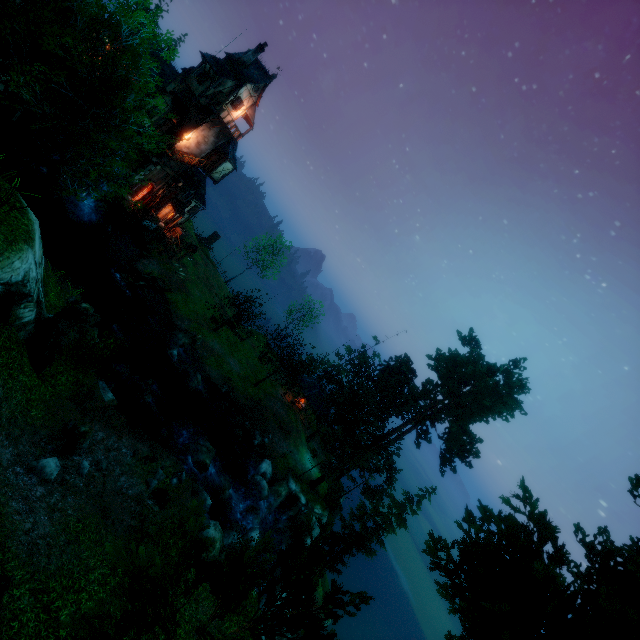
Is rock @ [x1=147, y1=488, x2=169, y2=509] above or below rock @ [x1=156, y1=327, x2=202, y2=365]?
above

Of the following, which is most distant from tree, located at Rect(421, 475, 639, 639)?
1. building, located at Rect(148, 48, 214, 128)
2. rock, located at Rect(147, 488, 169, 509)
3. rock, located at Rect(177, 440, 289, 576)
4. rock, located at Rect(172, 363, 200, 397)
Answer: building, located at Rect(148, 48, 214, 128)

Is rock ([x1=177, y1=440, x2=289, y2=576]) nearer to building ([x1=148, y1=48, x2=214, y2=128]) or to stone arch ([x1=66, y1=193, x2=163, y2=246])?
stone arch ([x1=66, y1=193, x2=163, y2=246])

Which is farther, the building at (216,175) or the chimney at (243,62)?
the building at (216,175)

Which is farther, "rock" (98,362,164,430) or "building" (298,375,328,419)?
"building" (298,375,328,419)

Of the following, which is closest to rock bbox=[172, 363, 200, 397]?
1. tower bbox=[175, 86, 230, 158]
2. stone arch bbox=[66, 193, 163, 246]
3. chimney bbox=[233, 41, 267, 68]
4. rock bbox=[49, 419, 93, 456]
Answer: rock bbox=[49, 419, 93, 456]

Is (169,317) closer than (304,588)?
No

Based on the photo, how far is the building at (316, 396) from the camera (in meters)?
39.39
